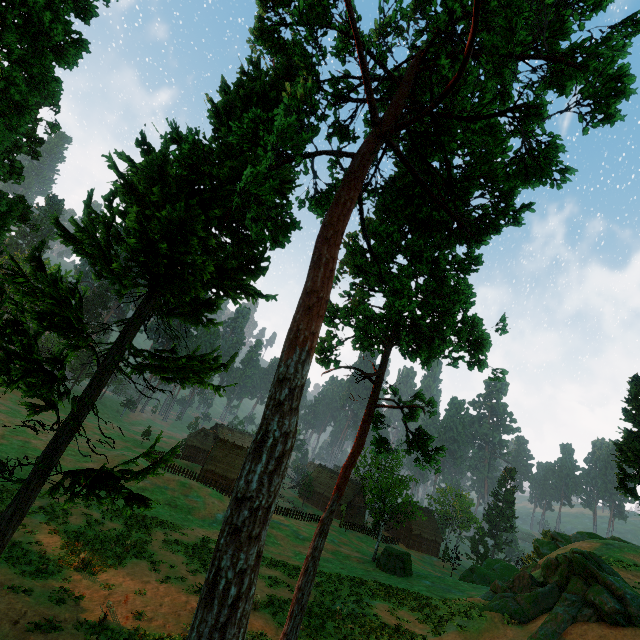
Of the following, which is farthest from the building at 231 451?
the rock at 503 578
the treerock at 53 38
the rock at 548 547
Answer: the rock at 503 578

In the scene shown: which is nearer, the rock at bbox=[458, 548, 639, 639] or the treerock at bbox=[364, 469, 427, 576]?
the rock at bbox=[458, 548, 639, 639]

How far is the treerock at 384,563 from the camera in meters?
35.8 m

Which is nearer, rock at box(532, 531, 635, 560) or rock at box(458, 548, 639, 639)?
rock at box(458, 548, 639, 639)

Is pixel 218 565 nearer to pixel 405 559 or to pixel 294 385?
pixel 294 385

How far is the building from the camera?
55.44m

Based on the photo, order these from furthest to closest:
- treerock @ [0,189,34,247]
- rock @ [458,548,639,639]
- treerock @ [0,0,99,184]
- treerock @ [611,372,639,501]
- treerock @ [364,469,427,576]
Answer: treerock @ [364,469,427,576] < treerock @ [611,372,639,501] < rock @ [458,548,639,639] < treerock @ [0,189,34,247] < treerock @ [0,0,99,184]
